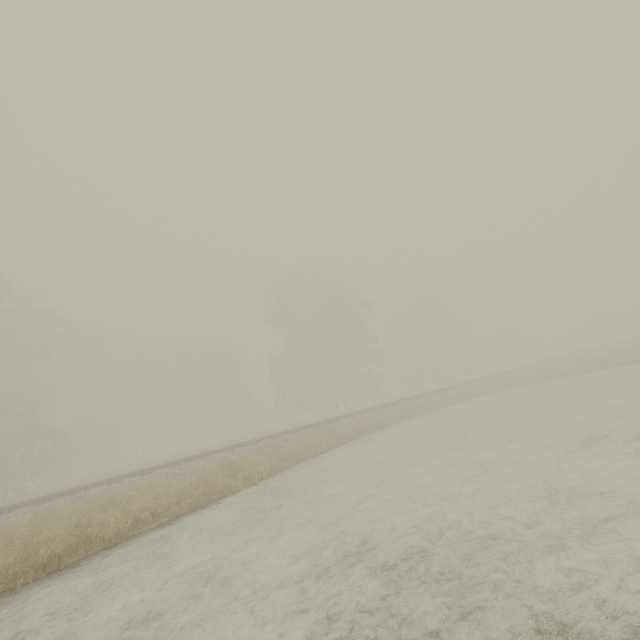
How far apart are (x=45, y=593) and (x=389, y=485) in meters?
6.5 m
